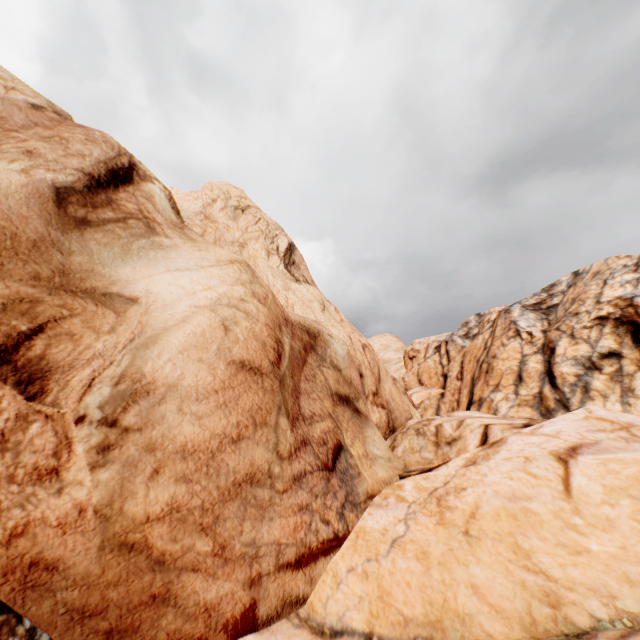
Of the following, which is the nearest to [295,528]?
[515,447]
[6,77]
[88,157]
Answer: [515,447]
